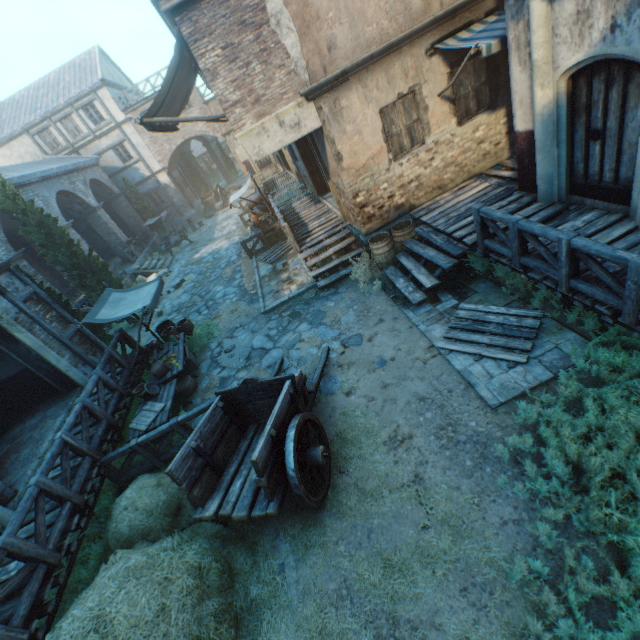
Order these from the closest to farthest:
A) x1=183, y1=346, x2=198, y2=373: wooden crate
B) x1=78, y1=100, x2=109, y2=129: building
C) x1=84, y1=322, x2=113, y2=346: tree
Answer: x1=183, y1=346, x2=198, y2=373: wooden crate < x1=84, y1=322, x2=113, y2=346: tree < x1=78, y1=100, x2=109, y2=129: building

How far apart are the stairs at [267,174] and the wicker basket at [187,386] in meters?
23.1

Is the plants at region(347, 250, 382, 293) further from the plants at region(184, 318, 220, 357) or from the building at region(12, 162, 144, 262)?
the plants at region(184, 318, 220, 357)

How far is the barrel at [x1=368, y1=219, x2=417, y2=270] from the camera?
8.97m

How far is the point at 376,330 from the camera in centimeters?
782cm

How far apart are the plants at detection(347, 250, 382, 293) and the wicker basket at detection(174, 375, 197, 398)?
5.49m

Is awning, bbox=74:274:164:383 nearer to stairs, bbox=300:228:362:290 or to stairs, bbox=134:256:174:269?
stairs, bbox=300:228:362:290

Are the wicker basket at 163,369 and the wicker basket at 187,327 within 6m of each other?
yes
